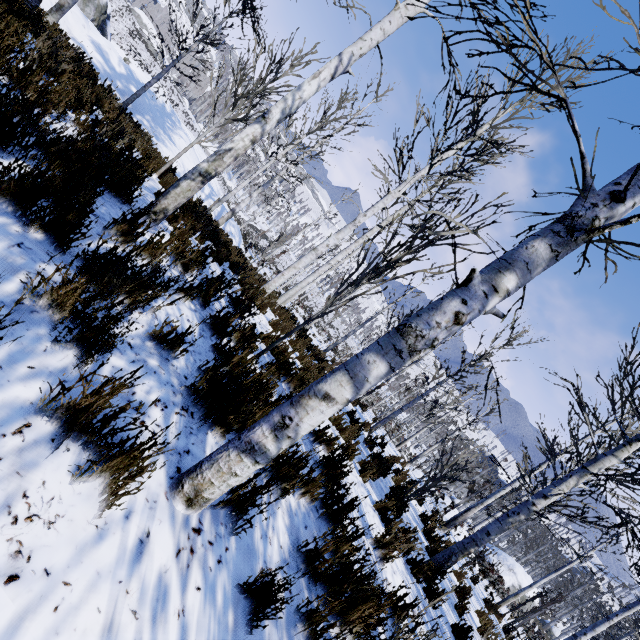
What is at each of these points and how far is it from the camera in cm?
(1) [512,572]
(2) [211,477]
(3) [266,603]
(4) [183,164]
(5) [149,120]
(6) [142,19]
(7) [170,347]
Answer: (1) rock, 3147
(2) instancedfoliageactor, 166
(3) instancedfoliageactor, 167
(4) rock, 1593
(5) rock, 1406
(6) rock, 5881
(7) instancedfoliageactor, 239

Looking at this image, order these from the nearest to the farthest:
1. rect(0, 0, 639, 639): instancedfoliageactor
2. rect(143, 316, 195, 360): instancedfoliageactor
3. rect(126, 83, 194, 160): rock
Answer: rect(0, 0, 639, 639): instancedfoliageactor
rect(143, 316, 195, 360): instancedfoliageactor
rect(126, 83, 194, 160): rock

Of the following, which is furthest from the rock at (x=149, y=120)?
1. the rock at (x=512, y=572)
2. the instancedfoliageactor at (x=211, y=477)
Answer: the rock at (x=512, y=572)

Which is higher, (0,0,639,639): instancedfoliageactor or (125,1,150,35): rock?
(125,1,150,35): rock

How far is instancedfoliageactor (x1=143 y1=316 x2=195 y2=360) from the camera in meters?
2.3 m

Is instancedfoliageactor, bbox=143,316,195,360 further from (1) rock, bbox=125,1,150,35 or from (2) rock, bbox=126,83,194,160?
(1) rock, bbox=125,1,150,35

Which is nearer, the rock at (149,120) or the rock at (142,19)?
the rock at (149,120)

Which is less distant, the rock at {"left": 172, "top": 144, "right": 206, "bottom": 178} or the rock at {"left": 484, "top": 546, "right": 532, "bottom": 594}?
the rock at {"left": 172, "top": 144, "right": 206, "bottom": 178}
